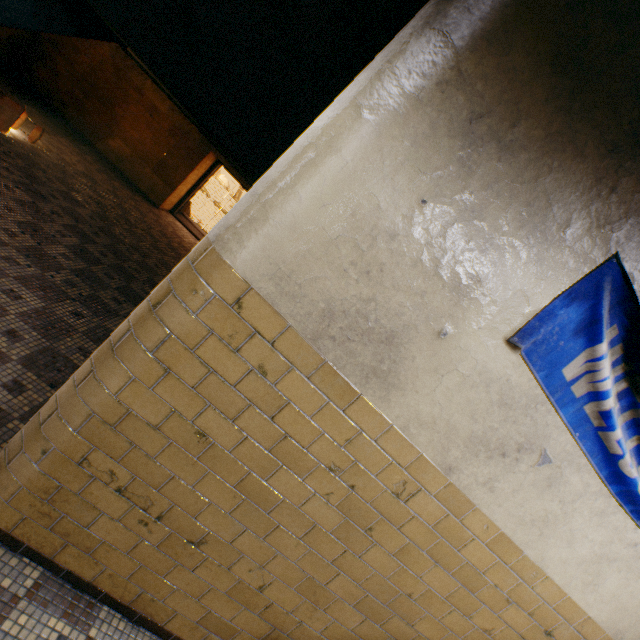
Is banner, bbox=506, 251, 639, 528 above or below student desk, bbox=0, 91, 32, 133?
above

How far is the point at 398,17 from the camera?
1.96m

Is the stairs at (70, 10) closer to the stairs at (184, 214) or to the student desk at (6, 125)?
the student desk at (6, 125)

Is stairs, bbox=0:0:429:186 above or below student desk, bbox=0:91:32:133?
above

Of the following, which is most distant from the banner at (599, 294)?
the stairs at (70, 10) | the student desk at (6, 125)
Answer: the student desk at (6, 125)

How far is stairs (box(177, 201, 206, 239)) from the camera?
10.70m

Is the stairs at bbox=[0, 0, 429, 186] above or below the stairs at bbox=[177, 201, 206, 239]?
above

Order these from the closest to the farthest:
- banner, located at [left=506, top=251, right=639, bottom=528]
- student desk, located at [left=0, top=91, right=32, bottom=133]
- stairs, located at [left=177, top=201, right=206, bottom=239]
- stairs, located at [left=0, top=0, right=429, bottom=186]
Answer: banner, located at [left=506, top=251, right=639, bottom=528]
stairs, located at [left=0, top=0, right=429, bottom=186]
student desk, located at [left=0, top=91, right=32, bottom=133]
stairs, located at [left=177, top=201, right=206, bottom=239]
